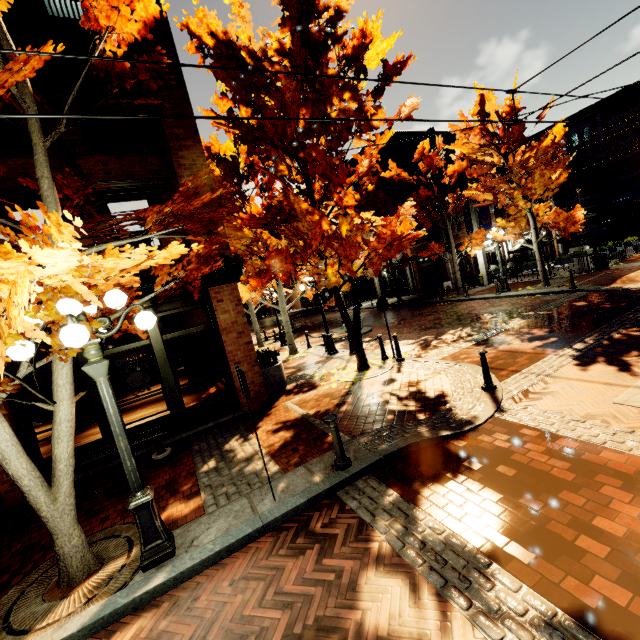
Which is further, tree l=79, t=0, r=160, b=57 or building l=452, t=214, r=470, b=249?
building l=452, t=214, r=470, b=249

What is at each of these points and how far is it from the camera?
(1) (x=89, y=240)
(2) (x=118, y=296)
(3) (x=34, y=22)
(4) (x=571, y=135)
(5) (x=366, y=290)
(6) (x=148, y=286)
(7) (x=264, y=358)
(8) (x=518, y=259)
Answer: (1) building, 7.5 meters
(2) light, 3.9 meters
(3) building, 6.1 meters
(4) building, 30.1 meters
(5) building, 36.5 meters
(6) building, 7.6 meters
(7) bush, 9.6 meters
(8) building, 25.0 meters

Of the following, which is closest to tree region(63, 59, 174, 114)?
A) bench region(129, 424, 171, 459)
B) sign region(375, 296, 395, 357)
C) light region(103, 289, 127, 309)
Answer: light region(103, 289, 127, 309)

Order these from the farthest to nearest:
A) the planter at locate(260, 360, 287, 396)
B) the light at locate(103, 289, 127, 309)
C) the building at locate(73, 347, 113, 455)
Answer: the planter at locate(260, 360, 287, 396), the building at locate(73, 347, 113, 455), the light at locate(103, 289, 127, 309)

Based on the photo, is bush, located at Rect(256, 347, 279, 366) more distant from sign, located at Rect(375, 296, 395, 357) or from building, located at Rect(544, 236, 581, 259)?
sign, located at Rect(375, 296, 395, 357)

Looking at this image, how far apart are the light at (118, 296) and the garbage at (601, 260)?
21.5m

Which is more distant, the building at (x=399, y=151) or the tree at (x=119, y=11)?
the building at (x=399, y=151)

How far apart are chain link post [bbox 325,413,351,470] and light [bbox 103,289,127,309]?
2.4m
